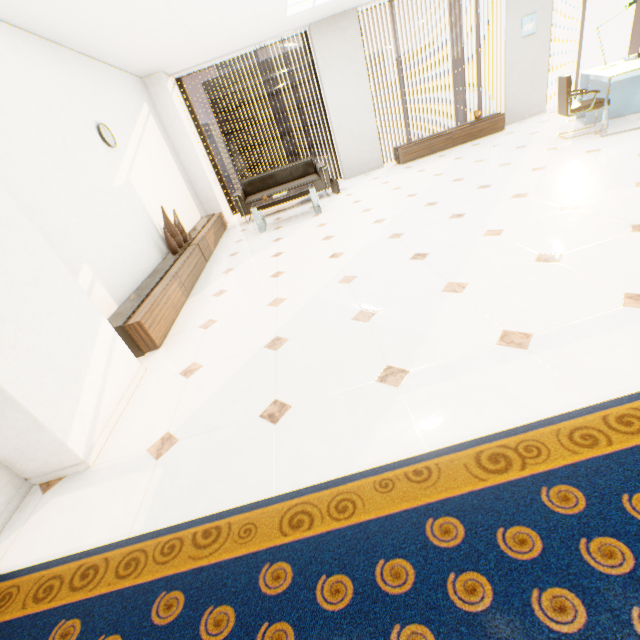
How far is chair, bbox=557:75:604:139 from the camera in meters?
4.8

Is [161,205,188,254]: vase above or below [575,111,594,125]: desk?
above

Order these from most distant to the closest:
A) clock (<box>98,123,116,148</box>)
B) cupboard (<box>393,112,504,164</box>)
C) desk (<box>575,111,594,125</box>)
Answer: cupboard (<box>393,112,504,164</box>) < desk (<box>575,111,594,125</box>) < clock (<box>98,123,116,148</box>)

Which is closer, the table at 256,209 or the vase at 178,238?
the vase at 178,238

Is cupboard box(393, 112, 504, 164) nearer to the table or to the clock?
the table

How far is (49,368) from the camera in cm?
198

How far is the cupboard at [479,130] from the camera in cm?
717

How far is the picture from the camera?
6.7 meters
